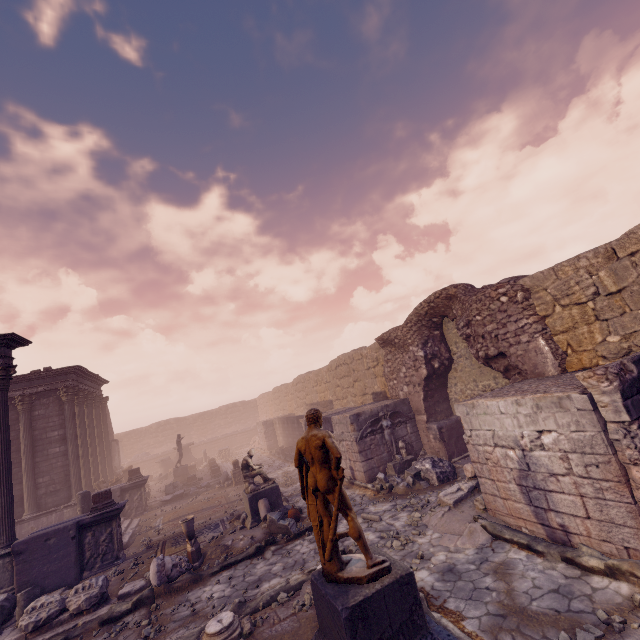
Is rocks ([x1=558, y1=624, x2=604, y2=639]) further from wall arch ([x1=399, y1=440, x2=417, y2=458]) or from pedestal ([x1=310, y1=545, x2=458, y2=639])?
wall arch ([x1=399, y1=440, x2=417, y2=458])

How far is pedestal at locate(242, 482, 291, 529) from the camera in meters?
10.1

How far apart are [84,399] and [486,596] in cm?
2055

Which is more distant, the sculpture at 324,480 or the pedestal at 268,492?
the pedestal at 268,492

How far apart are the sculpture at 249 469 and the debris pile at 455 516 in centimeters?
487cm

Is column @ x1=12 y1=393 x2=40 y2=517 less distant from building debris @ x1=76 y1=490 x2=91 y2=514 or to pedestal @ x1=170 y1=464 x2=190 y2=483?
building debris @ x1=76 y1=490 x2=91 y2=514

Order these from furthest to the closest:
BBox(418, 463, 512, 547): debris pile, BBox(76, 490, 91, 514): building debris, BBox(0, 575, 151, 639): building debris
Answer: BBox(76, 490, 91, 514): building debris → BBox(0, 575, 151, 639): building debris → BBox(418, 463, 512, 547): debris pile

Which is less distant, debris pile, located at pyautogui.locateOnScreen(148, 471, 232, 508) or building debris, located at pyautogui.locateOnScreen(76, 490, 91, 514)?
building debris, located at pyautogui.locateOnScreen(76, 490, 91, 514)
